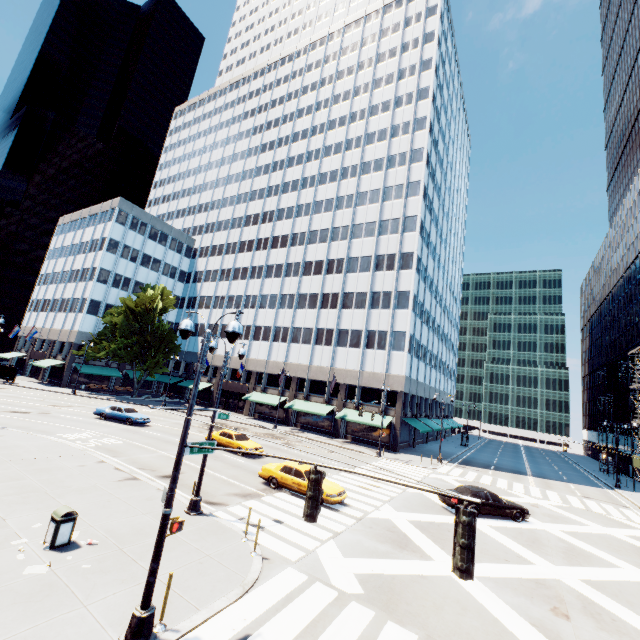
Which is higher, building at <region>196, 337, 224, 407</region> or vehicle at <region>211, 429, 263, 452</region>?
building at <region>196, 337, 224, 407</region>

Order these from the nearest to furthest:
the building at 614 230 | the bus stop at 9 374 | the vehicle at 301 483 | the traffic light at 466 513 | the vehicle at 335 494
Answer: the traffic light at 466 513 < the vehicle at 335 494 < the vehicle at 301 483 < the bus stop at 9 374 < the building at 614 230

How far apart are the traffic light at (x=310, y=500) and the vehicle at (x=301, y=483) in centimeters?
1195cm

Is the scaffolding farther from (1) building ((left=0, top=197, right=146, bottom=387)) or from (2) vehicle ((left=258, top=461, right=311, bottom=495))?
(2) vehicle ((left=258, top=461, right=311, bottom=495))

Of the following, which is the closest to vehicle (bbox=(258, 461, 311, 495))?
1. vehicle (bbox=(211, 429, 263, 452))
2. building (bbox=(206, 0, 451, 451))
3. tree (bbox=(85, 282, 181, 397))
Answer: vehicle (bbox=(211, 429, 263, 452))

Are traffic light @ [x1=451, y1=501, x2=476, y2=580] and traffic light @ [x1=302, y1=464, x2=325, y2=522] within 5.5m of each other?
yes

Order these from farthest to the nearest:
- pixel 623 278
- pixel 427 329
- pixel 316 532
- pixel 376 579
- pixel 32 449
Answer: pixel 623 278
pixel 427 329
pixel 32 449
pixel 316 532
pixel 376 579

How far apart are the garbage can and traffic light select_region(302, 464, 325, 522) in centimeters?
865cm
